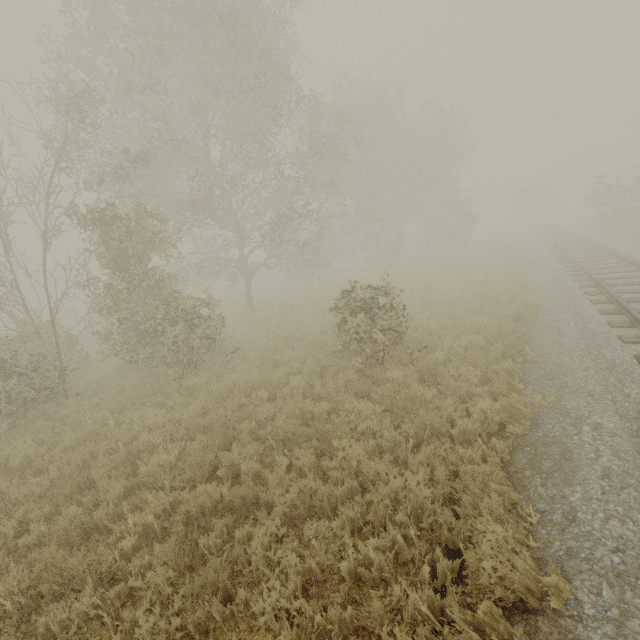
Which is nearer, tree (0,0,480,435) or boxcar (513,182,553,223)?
tree (0,0,480,435)

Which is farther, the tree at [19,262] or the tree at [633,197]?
the tree at [633,197]

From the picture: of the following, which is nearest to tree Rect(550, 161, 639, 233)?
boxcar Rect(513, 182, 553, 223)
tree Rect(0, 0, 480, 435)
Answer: boxcar Rect(513, 182, 553, 223)

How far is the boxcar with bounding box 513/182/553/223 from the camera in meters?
39.9

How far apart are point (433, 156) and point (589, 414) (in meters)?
25.32

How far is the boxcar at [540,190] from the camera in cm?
3991

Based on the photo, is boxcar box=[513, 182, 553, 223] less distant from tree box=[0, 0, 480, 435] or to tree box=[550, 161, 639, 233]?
tree box=[550, 161, 639, 233]

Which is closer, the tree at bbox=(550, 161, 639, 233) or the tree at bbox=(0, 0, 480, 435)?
the tree at bbox=(0, 0, 480, 435)
